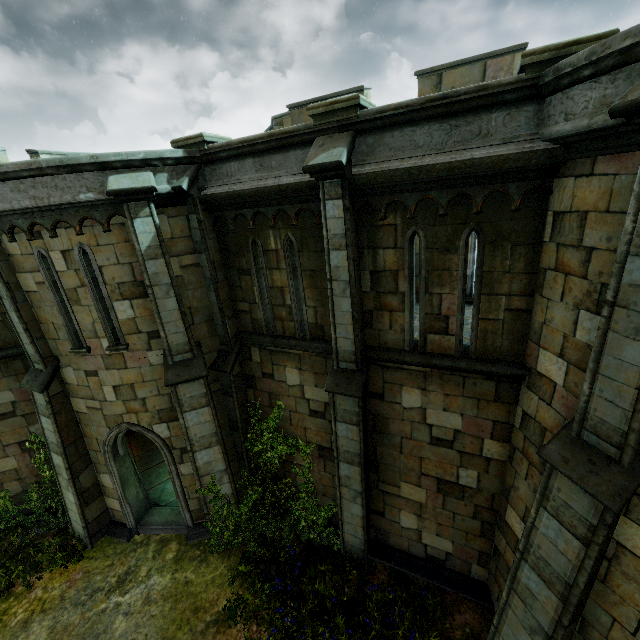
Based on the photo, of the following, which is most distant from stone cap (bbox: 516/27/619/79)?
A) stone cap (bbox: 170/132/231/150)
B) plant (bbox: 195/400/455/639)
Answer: plant (bbox: 195/400/455/639)

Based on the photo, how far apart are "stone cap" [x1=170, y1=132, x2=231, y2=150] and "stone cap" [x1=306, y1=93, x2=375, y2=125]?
2.4m

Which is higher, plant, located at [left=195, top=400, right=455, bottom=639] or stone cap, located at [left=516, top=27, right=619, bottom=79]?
stone cap, located at [left=516, top=27, right=619, bottom=79]

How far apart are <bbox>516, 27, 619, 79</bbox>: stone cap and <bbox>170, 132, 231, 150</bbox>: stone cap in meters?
5.6

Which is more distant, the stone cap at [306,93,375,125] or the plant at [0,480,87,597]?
the plant at [0,480,87,597]

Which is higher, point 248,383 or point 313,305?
point 313,305

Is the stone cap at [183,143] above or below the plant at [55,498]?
above

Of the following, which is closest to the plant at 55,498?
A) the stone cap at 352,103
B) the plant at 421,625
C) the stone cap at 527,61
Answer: the plant at 421,625
